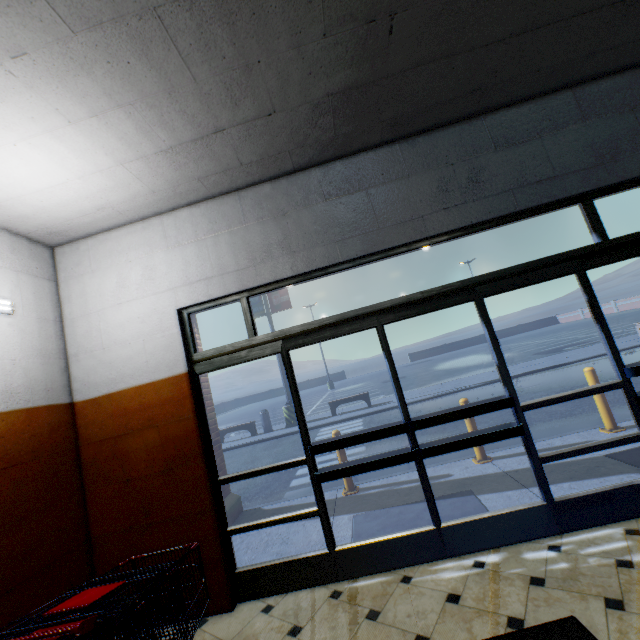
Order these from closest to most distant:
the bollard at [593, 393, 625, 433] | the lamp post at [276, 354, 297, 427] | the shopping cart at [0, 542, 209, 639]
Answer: the shopping cart at [0, 542, 209, 639] → the bollard at [593, 393, 625, 433] → the lamp post at [276, 354, 297, 427]

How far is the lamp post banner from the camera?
14.84m

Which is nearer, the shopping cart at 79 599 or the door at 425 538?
the shopping cart at 79 599

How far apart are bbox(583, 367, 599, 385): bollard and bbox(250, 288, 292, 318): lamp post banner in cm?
1142

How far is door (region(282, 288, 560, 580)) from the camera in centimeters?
286cm

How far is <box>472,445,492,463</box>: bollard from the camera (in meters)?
4.73

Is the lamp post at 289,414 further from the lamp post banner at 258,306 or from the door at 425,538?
the door at 425,538

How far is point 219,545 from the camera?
3.0m
